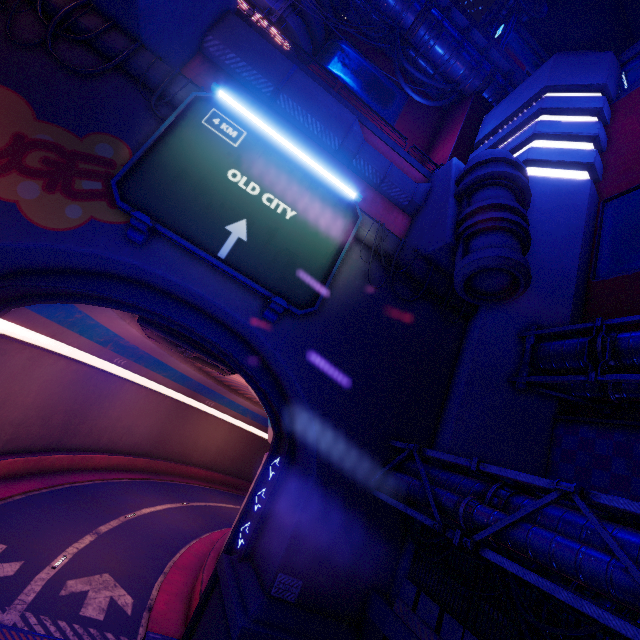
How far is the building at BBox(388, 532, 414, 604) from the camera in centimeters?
1155cm

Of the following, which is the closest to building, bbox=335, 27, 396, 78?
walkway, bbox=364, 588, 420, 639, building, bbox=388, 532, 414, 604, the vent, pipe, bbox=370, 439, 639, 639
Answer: pipe, bbox=370, 439, 639, 639

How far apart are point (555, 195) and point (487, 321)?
8.8 meters

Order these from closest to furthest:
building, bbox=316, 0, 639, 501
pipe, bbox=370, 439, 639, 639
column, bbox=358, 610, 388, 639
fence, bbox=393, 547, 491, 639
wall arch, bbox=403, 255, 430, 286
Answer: pipe, bbox=370, 439, 639, 639 < fence, bbox=393, 547, 491, 639 < column, bbox=358, 610, 388, 639 < building, bbox=316, 0, 639, 501 < wall arch, bbox=403, 255, 430, 286

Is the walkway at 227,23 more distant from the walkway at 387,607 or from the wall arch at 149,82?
the walkway at 387,607

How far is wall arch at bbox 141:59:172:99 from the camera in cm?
1145

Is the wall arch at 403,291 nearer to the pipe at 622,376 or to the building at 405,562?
the building at 405,562

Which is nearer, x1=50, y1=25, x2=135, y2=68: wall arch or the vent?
x1=50, y1=25, x2=135, y2=68: wall arch
